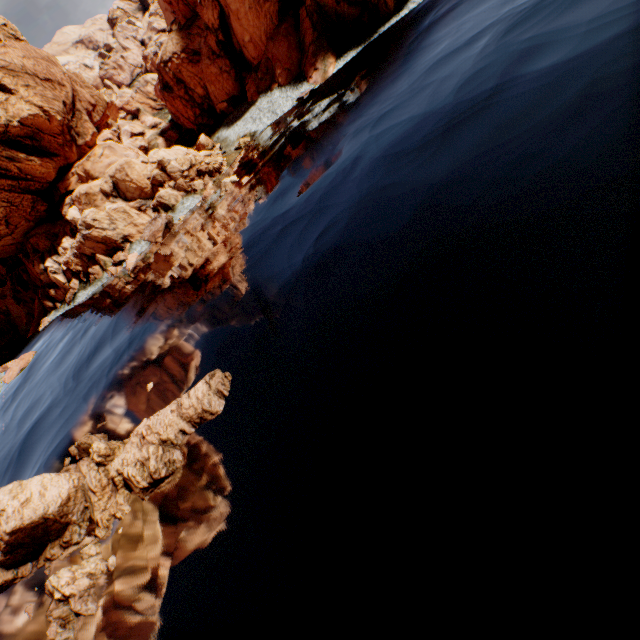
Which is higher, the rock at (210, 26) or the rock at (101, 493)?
the rock at (210, 26)

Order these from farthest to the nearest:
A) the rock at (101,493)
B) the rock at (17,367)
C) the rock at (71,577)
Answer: the rock at (17,367) < the rock at (101,493) < the rock at (71,577)

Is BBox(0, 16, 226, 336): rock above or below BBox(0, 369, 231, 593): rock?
above

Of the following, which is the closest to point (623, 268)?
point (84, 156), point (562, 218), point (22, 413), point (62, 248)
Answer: point (562, 218)

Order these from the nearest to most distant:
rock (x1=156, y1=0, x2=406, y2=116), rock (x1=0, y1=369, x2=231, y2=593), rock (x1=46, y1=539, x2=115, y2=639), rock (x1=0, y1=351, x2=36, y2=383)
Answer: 1. rock (x1=46, y1=539, x2=115, y2=639)
2. rock (x1=0, y1=369, x2=231, y2=593)
3. rock (x1=0, y1=351, x2=36, y2=383)
4. rock (x1=156, y1=0, x2=406, y2=116)

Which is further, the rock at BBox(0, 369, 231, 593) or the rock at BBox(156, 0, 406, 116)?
the rock at BBox(156, 0, 406, 116)
